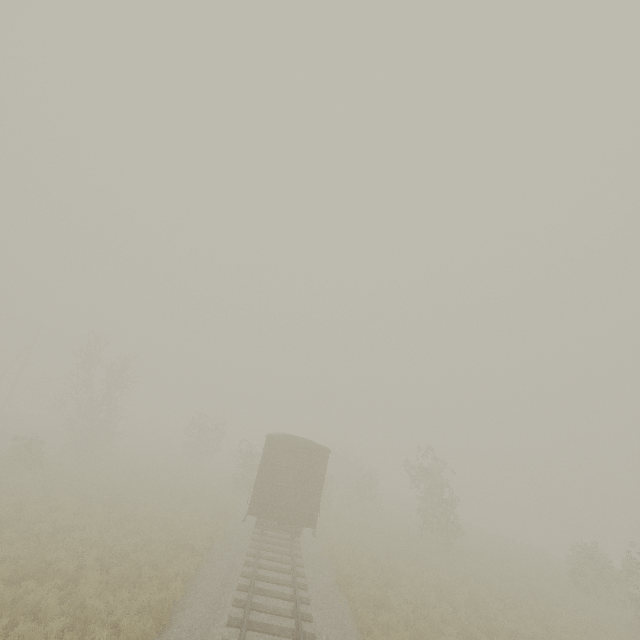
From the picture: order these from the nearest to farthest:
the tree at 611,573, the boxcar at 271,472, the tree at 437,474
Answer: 1. the boxcar at 271,472
2. the tree at 611,573
3. the tree at 437,474

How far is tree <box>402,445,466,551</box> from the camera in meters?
22.8

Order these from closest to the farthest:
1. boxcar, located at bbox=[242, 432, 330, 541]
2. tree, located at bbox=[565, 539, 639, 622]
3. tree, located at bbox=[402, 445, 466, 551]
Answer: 1. boxcar, located at bbox=[242, 432, 330, 541]
2. tree, located at bbox=[565, 539, 639, 622]
3. tree, located at bbox=[402, 445, 466, 551]

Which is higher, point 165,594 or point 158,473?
point 165,594

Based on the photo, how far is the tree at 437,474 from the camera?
22.8 meters

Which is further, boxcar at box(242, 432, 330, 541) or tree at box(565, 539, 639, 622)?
tree at box(565, 539, 639, 622)

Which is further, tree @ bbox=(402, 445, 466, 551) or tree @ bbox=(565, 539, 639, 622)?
tree @ bbox=(402, 445, 466, 551)

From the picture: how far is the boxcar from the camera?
15.44m
